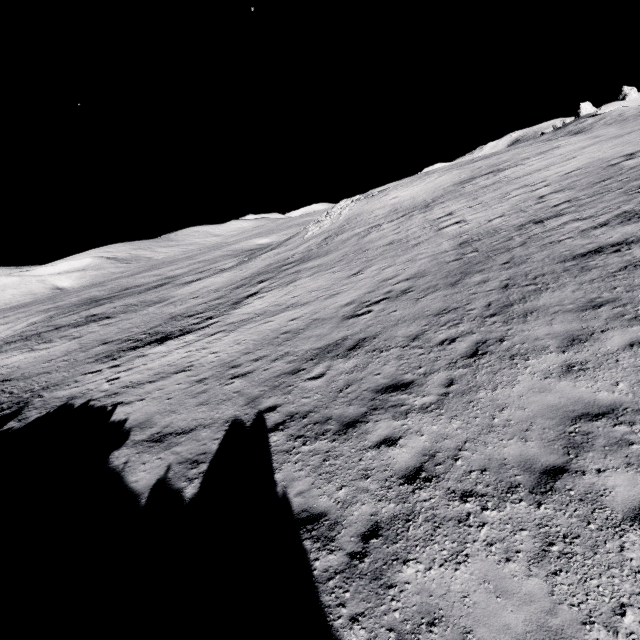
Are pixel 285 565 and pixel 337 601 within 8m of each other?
yes
